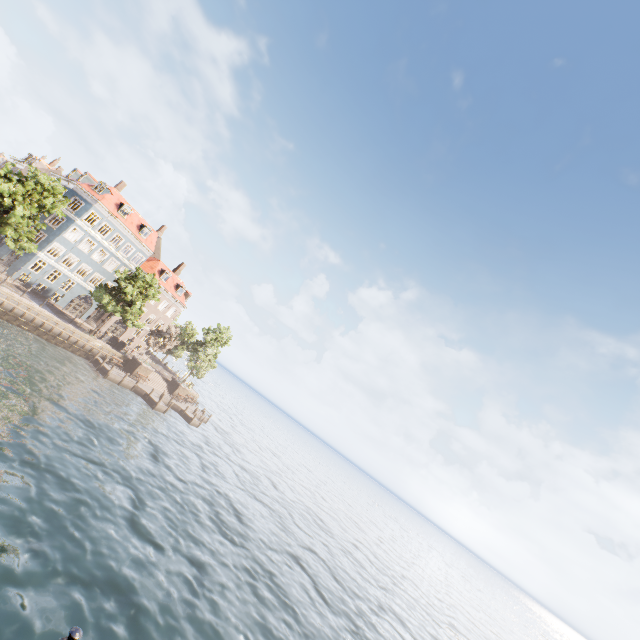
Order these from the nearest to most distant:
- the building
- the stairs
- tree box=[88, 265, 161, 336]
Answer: tree box=[88, 265, 161, 336] < the building < the stairs

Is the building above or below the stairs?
above

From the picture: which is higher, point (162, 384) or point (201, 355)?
point (201, 355)

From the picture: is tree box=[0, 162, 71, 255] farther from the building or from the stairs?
the stairs

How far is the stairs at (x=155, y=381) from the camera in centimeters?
4569cm

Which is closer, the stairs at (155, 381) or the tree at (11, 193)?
the tree at (11, 193)

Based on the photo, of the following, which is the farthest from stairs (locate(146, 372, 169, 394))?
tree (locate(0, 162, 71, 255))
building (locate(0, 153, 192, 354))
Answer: tree (locate(0, 162, 71, 255))
